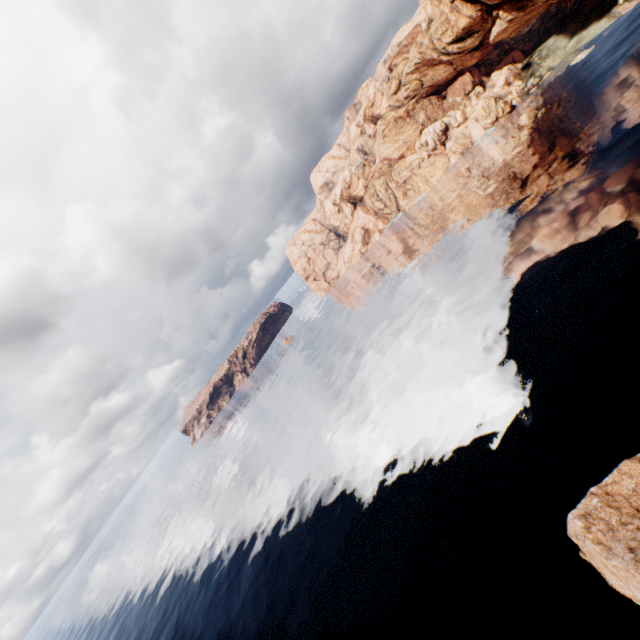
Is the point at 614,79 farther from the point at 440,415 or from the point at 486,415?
the point at 440,415
